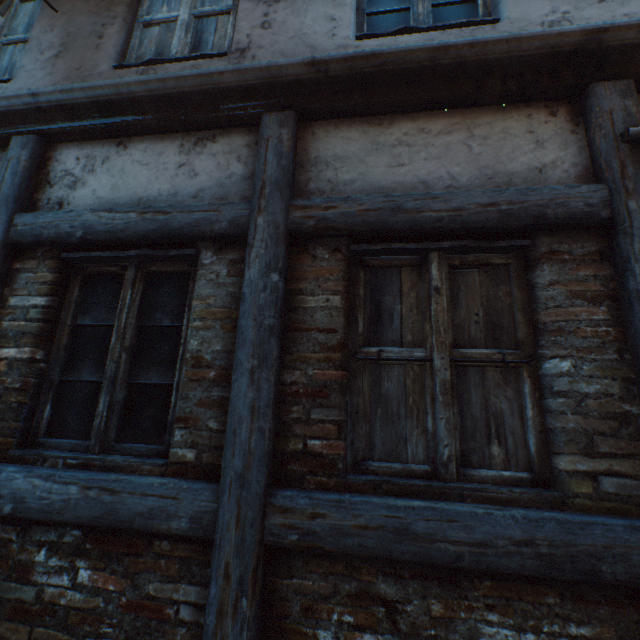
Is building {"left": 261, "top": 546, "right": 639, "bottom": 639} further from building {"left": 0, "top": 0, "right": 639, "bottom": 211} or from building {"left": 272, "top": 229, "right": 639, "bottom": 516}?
building {"left": 0, "top": 0, "right": 639, "bottom": 211}

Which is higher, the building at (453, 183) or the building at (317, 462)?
the building at (453, 183)

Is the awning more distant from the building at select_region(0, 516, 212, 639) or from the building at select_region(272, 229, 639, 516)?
the building at select_region(0, 516, 212, 639)

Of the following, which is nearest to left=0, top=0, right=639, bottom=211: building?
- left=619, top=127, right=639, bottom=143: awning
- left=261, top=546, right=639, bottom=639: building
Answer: left=619, top=127, right=639, bottom=143: awning

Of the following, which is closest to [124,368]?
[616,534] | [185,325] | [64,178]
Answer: [185,325]

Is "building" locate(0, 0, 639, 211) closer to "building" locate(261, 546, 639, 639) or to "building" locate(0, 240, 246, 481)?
"building" locate(0, 240, 246, 481)

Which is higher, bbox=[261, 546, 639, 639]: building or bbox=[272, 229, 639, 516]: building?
bbox=[272, 229, 639, 516]: building

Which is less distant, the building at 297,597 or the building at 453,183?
the building at 297,597
